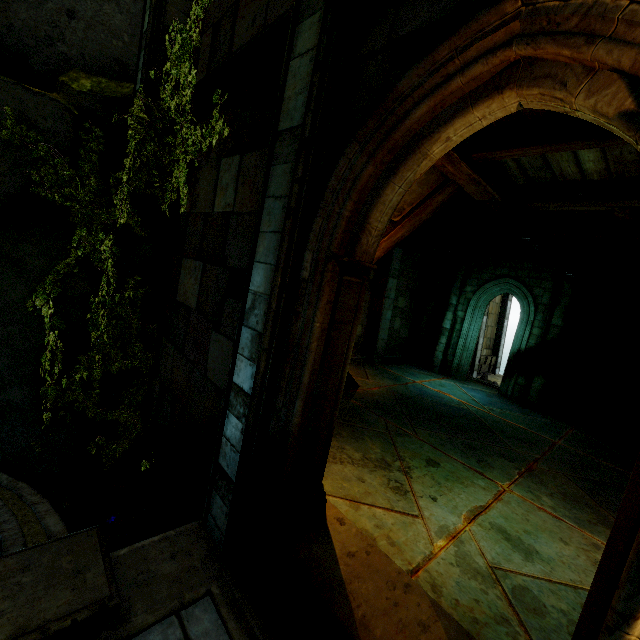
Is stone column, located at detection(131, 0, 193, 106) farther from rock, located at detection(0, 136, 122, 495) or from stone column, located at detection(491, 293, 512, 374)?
stone column, located at detection(491, 293, 512, 374)

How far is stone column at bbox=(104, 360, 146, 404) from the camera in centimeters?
619cm

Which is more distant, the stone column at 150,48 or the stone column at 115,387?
the stone column at 115,387

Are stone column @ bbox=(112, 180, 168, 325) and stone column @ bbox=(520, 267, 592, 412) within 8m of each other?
no

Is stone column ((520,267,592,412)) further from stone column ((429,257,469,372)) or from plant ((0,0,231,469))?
plant ((0,0,231,469))

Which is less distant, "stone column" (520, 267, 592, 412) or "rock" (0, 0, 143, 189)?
"rock" (0, 0, 143, 189)

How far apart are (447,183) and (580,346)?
9.88m

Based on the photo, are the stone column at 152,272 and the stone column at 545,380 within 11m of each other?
no
